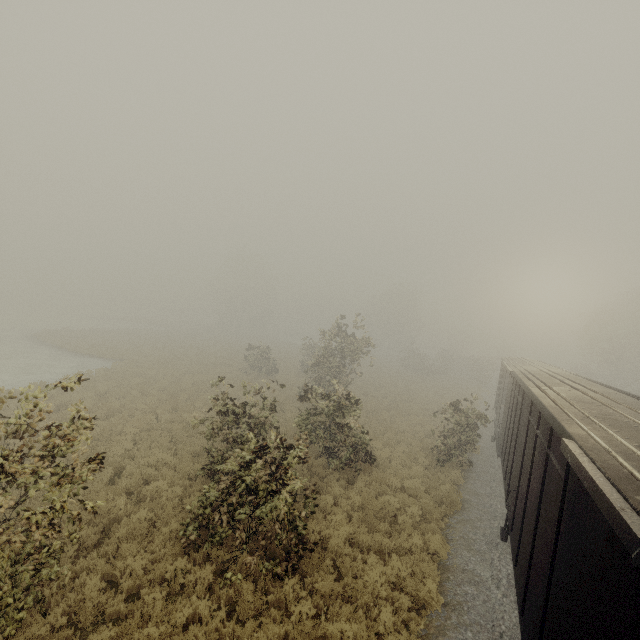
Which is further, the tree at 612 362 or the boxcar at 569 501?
the tree at 612 362

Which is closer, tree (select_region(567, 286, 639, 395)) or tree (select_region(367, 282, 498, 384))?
tree (select_region(567, 286, 639, 395))

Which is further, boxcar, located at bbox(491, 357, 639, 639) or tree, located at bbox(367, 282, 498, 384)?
tree, located at bbox(367, 282, 498, 384)

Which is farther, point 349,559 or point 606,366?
point 606,366

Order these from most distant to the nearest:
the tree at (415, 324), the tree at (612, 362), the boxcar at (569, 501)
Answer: the tree at (415, 324)
the tree at (612, 362)
the boxcar at (569, 501)

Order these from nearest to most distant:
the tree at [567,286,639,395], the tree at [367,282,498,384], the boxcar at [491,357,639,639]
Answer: the boxcar at [491,357,639,639]
the tree at [567,286,639,395]
the tree at [367,282,498,384]

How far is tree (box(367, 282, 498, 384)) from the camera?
44.0 meters
